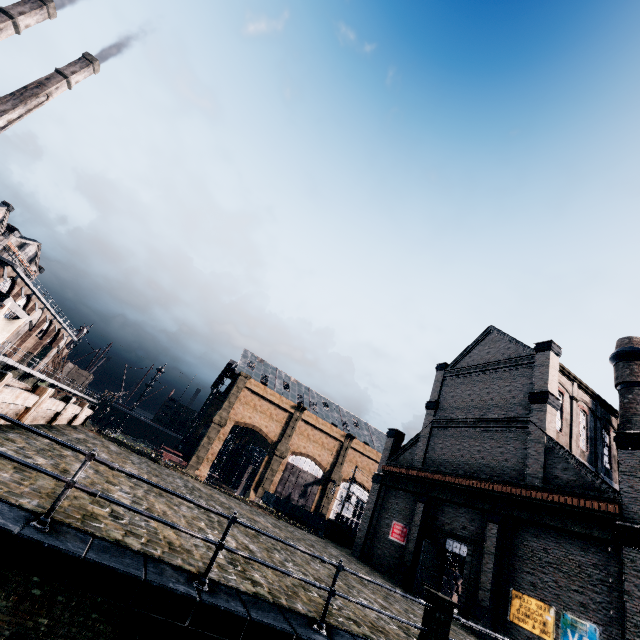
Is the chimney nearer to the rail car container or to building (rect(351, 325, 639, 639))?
building (rect(351, 325, 639, 639))

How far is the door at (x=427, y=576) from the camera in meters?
20.1

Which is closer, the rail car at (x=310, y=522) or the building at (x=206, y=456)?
the rail car at (x=310, y=522)

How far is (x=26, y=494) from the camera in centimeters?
620cm

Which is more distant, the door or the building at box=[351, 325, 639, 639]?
the door

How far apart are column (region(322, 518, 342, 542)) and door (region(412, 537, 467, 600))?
12.6 meters

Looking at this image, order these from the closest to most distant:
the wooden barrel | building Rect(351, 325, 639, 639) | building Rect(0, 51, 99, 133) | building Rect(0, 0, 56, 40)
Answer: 1. building Rect(351, 325, 639, 639)
2. the wooden barrel
3. building Rect(0, 51, 99, 133)
4. building Rect(0, 0, 56, 40)

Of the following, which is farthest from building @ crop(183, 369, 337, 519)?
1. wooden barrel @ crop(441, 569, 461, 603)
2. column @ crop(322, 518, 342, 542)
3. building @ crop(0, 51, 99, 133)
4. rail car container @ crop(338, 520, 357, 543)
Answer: building @ crop(0, 51, 99, 133)
